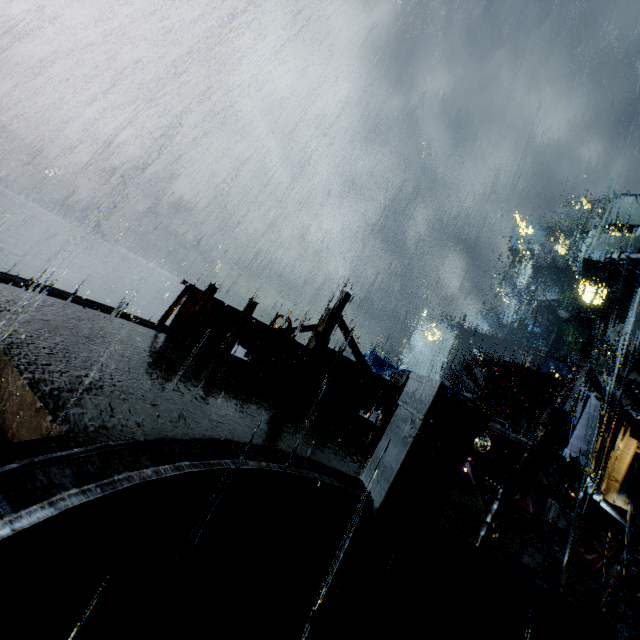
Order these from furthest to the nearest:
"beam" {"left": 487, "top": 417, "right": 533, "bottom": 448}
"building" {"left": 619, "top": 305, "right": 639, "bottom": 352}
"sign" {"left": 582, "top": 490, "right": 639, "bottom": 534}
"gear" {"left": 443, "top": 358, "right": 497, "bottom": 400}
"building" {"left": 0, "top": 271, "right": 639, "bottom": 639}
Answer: "building" {"left": 619, "top": 305, "right": 639, "bottom": 352}
"gear" {"left": 443, "top": 358, "right": 497, "bottom": 400}
"beam" {"left": 487, "top": 417, "right": 533, "bottom": 448}
"sign" {"left": 582, "top": 490, "right": 639, "bottom": 534}
"building" {"left": 0, "top": 271, "right": 639, "bottom": 639}

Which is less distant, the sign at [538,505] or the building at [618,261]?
the sign at [538,505]

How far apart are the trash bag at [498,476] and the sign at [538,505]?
1.75m

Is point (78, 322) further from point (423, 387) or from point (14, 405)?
point (423, 387)

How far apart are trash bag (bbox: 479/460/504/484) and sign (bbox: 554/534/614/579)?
2.5m

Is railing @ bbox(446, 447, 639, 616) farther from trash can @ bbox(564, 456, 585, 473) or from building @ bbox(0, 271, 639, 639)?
trash can @ bbox(564, 456, 585, 473)

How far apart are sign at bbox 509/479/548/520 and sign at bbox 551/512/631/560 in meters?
0.2 m

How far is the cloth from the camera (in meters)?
24.84
